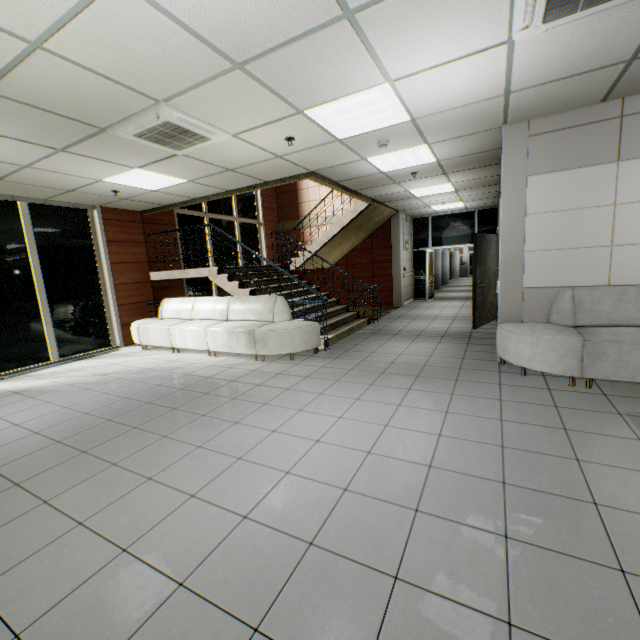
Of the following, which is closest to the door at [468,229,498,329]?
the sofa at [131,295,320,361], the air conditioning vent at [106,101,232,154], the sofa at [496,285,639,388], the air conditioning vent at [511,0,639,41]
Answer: the sofa at [496,285,639,388]

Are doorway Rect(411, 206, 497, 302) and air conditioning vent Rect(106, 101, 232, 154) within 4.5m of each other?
no

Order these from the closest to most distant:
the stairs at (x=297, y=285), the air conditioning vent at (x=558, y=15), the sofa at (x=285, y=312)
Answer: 1. the air conditioning vent at (x=558, y=15)
2. the sofa at (x=285, y=312)
3. the stairs at (x=297, y=285)

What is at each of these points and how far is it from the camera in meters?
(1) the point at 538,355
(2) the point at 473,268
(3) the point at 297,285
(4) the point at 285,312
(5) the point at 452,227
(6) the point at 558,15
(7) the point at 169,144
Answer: (1) sofa, 3.9
(2) door, 6.8
(3) stairs, 8.6
(4) sofa, 6.1
(5) doorway, 12.0
(6) air conditioning vent, 2.3
(7) air conditioning vent, 4.0

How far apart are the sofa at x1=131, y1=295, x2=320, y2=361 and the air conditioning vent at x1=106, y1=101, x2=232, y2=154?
2.8m

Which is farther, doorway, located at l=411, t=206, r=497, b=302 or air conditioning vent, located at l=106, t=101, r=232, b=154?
doorway, located at l=411, t=206, r=497, b=302

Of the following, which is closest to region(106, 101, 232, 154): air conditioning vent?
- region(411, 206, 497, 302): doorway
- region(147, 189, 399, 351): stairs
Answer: region(147, 189, 399, 351): stairs

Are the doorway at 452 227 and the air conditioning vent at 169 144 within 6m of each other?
no
